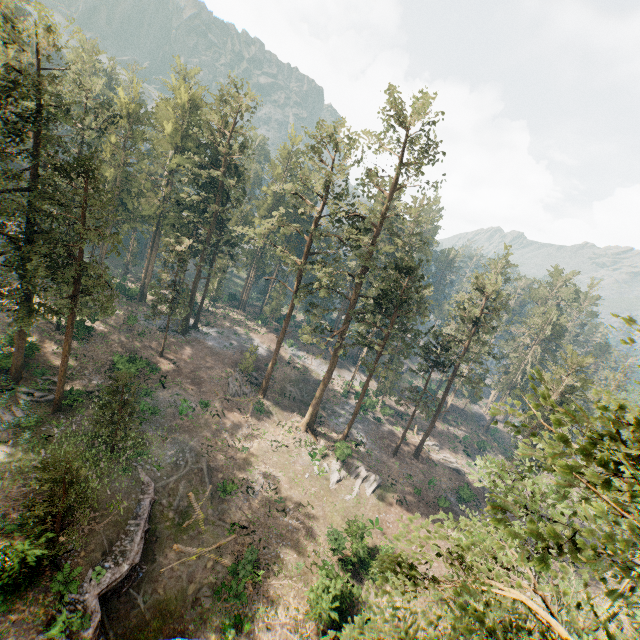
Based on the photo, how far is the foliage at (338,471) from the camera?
35.5 meters

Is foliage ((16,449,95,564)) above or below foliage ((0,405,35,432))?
above

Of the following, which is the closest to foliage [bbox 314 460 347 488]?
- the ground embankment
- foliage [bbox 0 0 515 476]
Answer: foliage [bbox 0 0 515 476]

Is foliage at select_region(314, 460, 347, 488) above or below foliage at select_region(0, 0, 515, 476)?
below

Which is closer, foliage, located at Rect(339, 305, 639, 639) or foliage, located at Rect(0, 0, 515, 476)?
foliage, located at Rect(339, 305, 639, 639)

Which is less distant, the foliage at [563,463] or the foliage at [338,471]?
the foliage at [563,463]

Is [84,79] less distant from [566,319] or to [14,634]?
[14,634]
